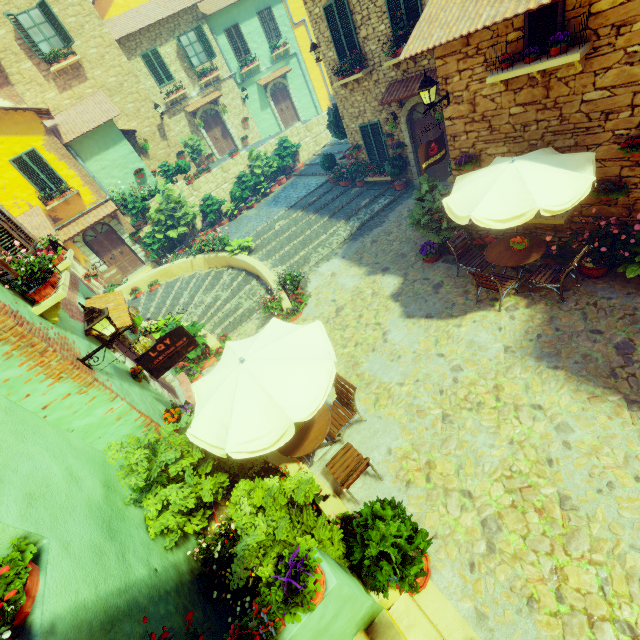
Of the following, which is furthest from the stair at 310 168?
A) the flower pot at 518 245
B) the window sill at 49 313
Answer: the flower pot at 518 245

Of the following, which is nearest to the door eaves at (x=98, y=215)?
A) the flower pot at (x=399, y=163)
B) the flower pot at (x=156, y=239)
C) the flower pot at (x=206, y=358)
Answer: the flower pot at (x=156, y=239)

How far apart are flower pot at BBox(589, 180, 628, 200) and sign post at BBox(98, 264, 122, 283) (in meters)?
11.59

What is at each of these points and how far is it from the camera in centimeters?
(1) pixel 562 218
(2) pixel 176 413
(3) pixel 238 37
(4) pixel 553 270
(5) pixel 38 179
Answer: (1) window sill, 706cm
(2) flower pot, 632cm
(3) window, 2034cm
(4) chair, 692cm
(5) window, 1393cm

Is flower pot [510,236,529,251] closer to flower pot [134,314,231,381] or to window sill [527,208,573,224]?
window sill [527,208,573,224]

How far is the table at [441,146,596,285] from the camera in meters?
5.4

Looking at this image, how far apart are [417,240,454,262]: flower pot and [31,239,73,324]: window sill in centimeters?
836cm

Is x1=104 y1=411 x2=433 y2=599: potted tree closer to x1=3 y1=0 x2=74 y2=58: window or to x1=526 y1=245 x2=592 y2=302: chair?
x1=526 y1=245 x2=592 y2=302: chair
